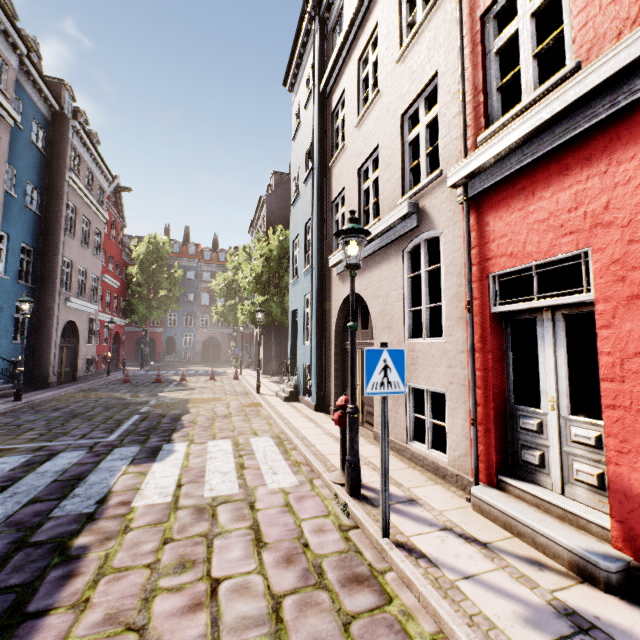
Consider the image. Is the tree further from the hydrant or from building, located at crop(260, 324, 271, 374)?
the hydrant

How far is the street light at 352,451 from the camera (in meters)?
4.22

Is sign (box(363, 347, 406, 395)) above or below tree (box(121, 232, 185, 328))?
below

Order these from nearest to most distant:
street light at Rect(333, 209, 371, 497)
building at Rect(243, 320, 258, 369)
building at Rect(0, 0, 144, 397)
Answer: street light at Rect(333, 209, 371, 497) → building at Rect(0, 0, 144, 397) → building at Rect(243, 320, 258, 369)

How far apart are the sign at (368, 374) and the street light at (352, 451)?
1.0m

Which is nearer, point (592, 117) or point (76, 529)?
point (592, 117)

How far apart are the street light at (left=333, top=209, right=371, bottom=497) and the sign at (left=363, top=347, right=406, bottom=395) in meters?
1.0

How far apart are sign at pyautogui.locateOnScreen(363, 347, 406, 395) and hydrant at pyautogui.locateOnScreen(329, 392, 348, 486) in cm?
146
